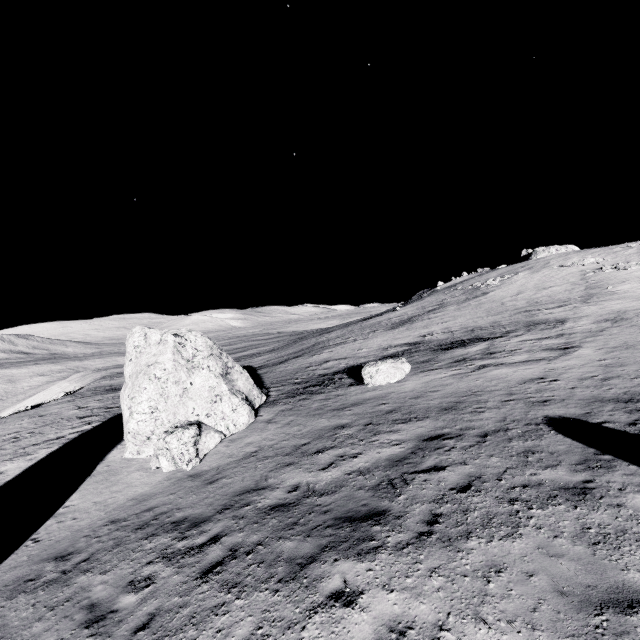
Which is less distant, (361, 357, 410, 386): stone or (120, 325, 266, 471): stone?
(120, 325, 266, 471): stone

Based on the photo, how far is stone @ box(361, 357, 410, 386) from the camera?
17.3 meters

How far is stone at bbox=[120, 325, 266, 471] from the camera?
13.1m

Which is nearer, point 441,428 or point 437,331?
point 441,428

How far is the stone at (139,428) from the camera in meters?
13.1 m

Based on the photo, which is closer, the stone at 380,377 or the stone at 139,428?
the stone at 139,428
